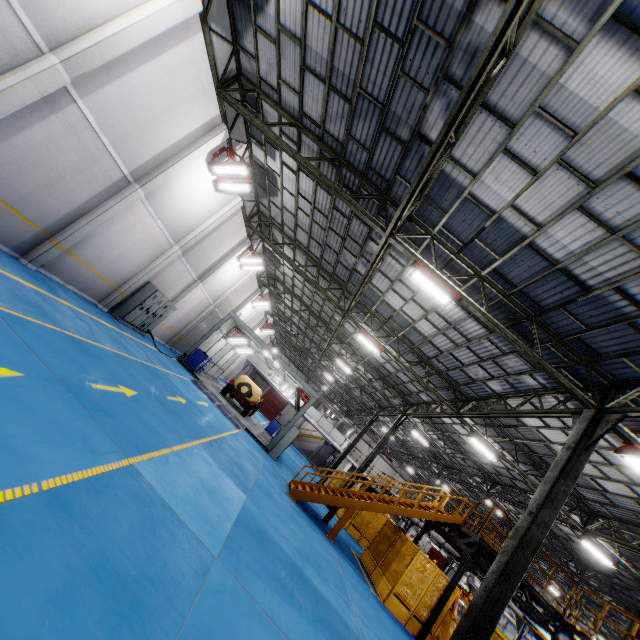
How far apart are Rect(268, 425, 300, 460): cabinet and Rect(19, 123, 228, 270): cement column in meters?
14.1 m

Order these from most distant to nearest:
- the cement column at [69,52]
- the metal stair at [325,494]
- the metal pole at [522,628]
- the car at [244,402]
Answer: the car at [244,402], the metal pole at [522,628], the metal stair at [325,494], the cement column at [69,52]

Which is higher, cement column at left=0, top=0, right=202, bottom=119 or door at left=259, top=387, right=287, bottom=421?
cement column at left=0, top=0, right=202, bottom=119

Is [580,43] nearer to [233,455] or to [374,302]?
[374,302]

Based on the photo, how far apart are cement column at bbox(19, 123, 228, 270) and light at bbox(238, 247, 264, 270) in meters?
A: 8.2 m

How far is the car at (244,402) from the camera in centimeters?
2181cm

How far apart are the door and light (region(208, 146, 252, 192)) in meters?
42.8 m

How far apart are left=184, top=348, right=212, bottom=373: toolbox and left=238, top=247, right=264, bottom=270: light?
5.9m
